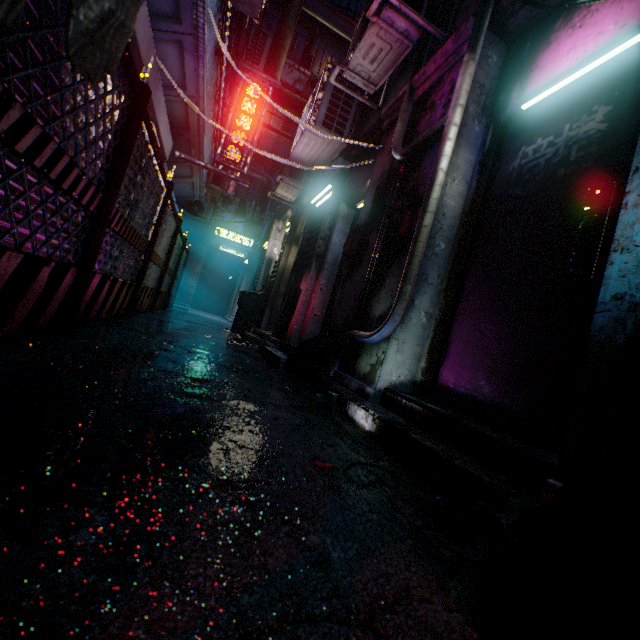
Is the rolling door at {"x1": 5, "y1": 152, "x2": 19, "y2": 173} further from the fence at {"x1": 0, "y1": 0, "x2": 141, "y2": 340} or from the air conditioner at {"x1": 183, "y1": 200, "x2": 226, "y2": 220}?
the air conditioner at {"x1": 183, "y1": 200, "x2": 226, "y2": 220}

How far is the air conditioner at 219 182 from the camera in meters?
8.4

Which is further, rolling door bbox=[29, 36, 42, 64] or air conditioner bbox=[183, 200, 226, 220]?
air conditioner bbox=[183, 200, 226, 220]

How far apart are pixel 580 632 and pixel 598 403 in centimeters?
84cm

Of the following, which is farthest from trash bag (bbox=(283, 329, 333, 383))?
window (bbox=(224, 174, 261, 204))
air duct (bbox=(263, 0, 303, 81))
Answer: window (bbox=(224, 174, 261, 204))

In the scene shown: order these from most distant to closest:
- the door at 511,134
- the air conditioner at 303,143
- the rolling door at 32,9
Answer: the air conditioner at 303,143
the rolling door at 32,9
the door at 511,134

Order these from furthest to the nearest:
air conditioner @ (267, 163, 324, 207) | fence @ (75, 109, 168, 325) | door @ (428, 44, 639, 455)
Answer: air conditioner @ (267, 163, 324, 207)
fence @ (75, 109, 168, 325)
door @ (428, 44, 639, 455)

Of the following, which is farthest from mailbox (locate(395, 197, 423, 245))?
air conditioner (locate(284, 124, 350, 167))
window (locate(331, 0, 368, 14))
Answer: window (locate(331, 0, 368, 14))
